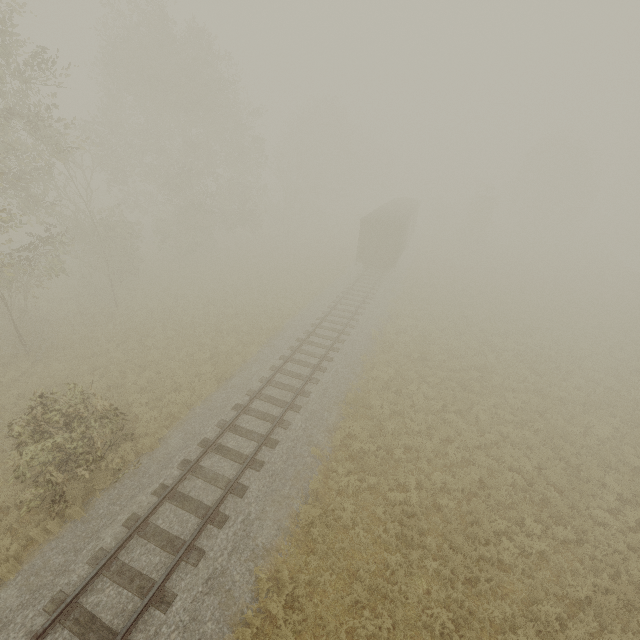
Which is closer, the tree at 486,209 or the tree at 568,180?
the tree at 486,209

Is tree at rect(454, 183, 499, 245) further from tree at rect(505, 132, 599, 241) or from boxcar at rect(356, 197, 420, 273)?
tree at rect(505, 132, 599, 241)

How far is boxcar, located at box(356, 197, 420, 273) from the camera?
26.1 meters

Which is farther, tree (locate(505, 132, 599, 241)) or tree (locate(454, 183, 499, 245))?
tree (locate(505, 132, 599, 241))

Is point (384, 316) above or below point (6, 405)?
above

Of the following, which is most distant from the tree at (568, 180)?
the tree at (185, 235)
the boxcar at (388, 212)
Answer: the boxcar at (388, 212)

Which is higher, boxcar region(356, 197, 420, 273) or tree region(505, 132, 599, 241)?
tree region(505, 132, 599, 241)

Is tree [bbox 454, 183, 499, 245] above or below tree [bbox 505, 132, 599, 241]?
below
